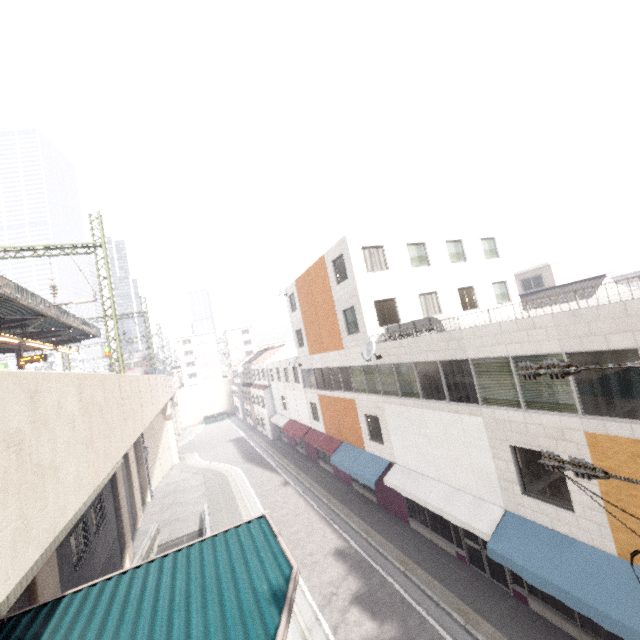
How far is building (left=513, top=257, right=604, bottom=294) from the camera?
32.1m

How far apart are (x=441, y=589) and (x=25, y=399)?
13.96m

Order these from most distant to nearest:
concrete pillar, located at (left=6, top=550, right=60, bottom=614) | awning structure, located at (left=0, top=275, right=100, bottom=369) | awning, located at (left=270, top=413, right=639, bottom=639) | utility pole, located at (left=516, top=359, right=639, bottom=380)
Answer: awning structure, located at (left=0, top=275, right=100, bottom=369)
concrete pillar, located at (left=6, top=550, right=60, bottom=614)
awning, located at (left=270, top=413, right=639, bottom=639)
utility pole, located at (left=516, top=359, right=639, bottom=380)

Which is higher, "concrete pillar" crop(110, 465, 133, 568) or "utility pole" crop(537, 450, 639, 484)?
"utility pole" crop(537, 450, 639, 484)

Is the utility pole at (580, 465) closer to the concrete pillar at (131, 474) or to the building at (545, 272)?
the concrete pillar at (131, 474)

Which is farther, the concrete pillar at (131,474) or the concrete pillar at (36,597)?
the concrete pillar at (131,474)

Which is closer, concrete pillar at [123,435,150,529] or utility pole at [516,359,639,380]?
utility pole at [516,359,639,380]

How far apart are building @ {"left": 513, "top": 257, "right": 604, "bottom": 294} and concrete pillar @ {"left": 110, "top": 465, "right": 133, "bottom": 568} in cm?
3873
